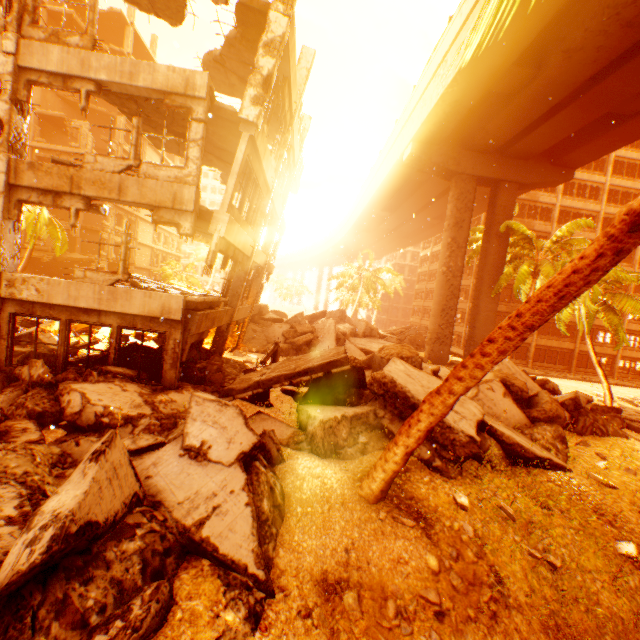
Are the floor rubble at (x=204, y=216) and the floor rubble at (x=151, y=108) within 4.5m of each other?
yes

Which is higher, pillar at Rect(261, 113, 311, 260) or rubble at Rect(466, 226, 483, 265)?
rubble at Rect(466, 226, 483, 265)

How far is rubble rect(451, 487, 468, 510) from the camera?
6.1 meters

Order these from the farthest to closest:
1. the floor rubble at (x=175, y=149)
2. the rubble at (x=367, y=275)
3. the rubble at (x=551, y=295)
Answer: the rubble at (x=367, y=275)
the floor rubble at (x=175, y=149)
the rubble at (x=551, y=295)

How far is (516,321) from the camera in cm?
373

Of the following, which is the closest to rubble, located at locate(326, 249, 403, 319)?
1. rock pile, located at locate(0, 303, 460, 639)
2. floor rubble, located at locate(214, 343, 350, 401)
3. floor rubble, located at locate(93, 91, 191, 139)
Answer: rock pile, located at locate(0, 303, 460, 639)

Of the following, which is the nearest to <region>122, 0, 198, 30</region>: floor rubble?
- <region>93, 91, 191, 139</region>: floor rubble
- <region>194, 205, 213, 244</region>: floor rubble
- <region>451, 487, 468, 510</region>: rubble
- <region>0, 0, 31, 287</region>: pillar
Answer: <region>0, 0, 31, 287</region>: pillar

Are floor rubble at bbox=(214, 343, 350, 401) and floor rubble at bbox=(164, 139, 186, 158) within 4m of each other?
no
